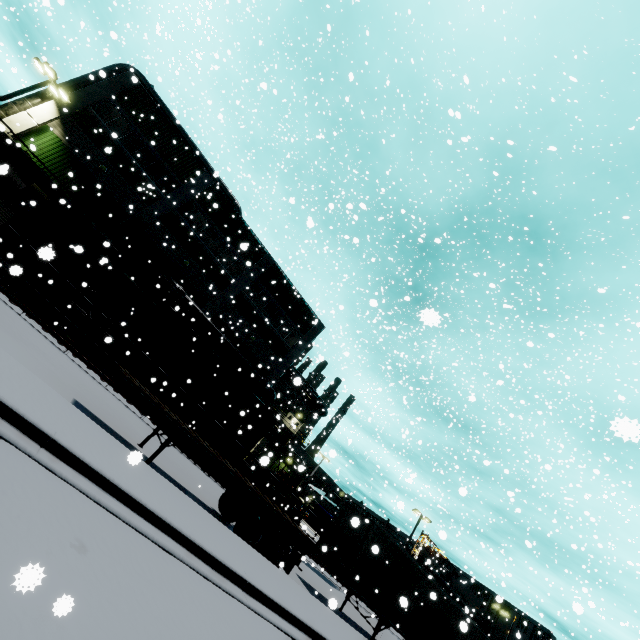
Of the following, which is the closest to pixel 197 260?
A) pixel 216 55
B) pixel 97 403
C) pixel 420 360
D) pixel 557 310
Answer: pixel 97 403

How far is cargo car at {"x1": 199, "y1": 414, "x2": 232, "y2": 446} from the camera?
20.3m

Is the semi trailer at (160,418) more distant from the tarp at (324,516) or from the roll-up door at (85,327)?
the roll-up door at (85,327)

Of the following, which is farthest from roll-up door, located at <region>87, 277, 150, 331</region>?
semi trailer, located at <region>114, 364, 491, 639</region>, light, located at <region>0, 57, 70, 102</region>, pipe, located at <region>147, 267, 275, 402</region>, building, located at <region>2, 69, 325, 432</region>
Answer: light, located at <region>0, 57, 70, 102</region>

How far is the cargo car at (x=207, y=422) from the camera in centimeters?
2033cm

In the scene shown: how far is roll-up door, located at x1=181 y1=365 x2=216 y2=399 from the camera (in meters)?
24.92

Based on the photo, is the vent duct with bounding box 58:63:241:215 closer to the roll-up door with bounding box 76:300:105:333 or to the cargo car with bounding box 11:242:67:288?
the cargo car with bounding box 11:242:67:288

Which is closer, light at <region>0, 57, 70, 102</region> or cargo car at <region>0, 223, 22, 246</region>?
cargo car at <region>0, 223, 22, 246</region>
